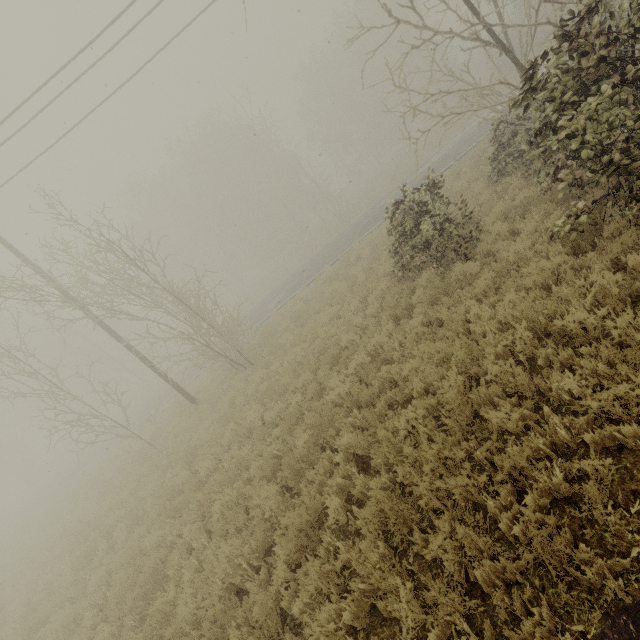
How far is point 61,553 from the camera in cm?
1259
